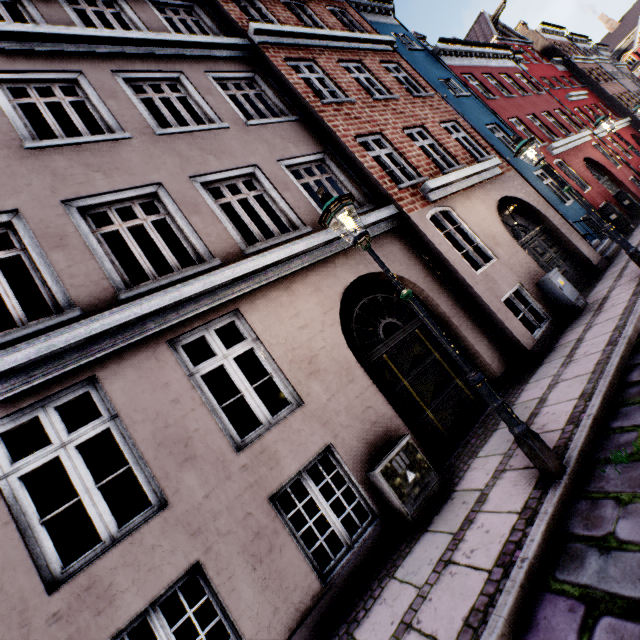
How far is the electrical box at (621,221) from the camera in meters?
11.7

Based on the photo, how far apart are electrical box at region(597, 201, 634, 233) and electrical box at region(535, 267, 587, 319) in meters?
7.2 m

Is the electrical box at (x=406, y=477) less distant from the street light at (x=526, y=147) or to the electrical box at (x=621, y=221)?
the street light at (x=526, y=147)

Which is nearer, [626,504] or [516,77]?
[626,504]

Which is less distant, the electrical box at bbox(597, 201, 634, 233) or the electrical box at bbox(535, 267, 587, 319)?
the electrical box at bbox(535, 267, 587, 319)

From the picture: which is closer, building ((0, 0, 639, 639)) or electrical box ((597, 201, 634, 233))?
building ((0, 0, 639, 639))

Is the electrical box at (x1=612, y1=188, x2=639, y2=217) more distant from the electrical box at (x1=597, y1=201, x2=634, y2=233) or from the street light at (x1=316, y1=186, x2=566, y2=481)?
the street light at (x1=316, y1=186, x2=566, y2=481)

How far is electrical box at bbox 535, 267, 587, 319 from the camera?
7.2 meters
